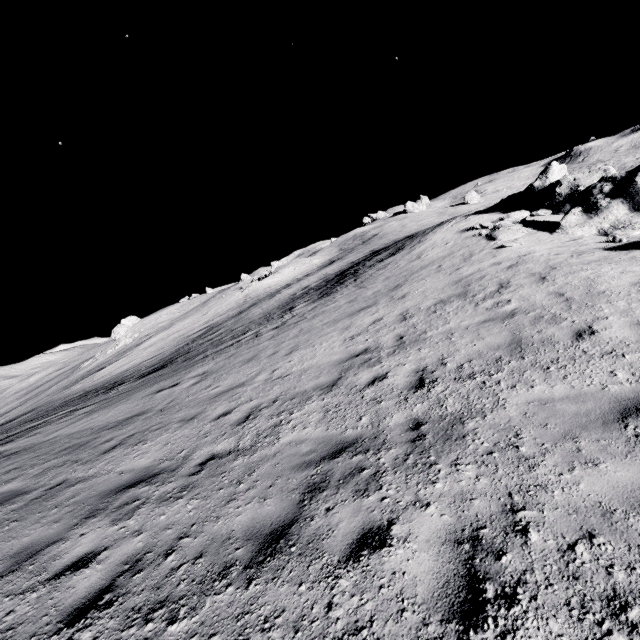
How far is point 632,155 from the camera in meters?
59.7
